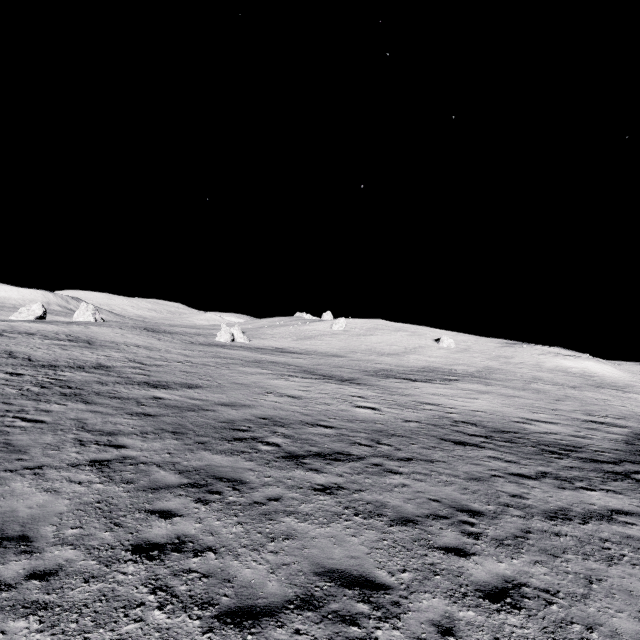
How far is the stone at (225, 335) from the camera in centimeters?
5538cm

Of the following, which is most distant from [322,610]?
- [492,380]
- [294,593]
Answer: [492,380]

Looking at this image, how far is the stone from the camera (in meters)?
55.38
